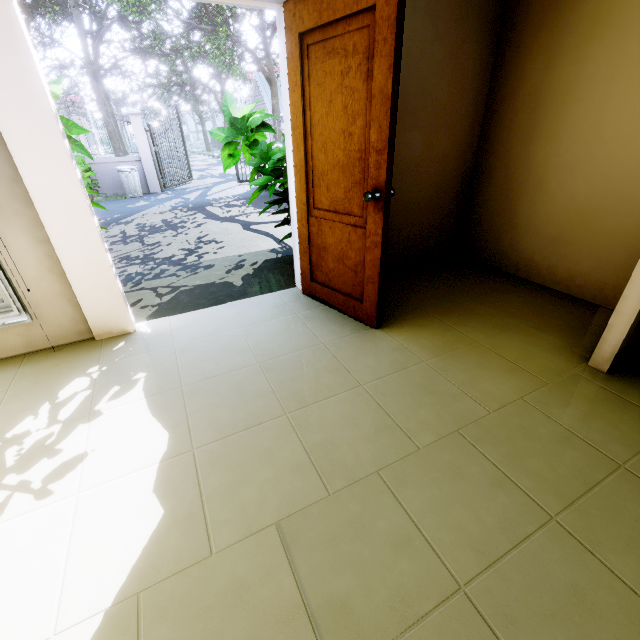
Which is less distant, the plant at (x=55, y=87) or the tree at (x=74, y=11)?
the plant at (x=55, y=87)

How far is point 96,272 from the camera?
2.32m

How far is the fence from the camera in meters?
10.8 m

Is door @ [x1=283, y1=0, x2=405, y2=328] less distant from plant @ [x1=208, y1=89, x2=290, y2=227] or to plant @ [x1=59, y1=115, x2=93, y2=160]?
plant @ [x1=208, y1=89, x2=290, y2=227]

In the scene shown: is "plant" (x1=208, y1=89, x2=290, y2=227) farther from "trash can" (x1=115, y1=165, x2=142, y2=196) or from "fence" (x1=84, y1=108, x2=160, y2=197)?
"fence" (x1=84, y1=108, x2=160, y2=197)

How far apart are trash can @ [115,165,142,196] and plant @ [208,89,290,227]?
9.0m

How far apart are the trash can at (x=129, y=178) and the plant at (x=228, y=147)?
9.0 meters

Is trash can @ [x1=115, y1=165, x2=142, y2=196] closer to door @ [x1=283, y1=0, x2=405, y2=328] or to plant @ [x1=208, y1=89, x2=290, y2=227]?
plant @ [x1=208, y1=89, x2=290, y2=227]
